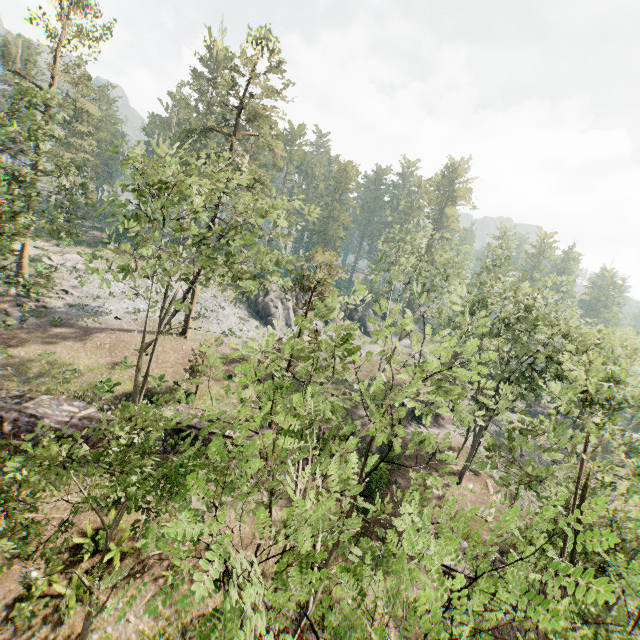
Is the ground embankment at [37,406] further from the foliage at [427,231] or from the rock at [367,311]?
the rock at [367,311]

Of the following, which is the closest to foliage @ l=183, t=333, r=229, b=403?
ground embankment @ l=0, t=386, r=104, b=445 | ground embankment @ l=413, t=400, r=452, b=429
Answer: ground embankment @ l=413, t=400, r=452, b=429

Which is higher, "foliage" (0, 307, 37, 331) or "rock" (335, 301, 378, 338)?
"rock" (335, 301, 378, 338)

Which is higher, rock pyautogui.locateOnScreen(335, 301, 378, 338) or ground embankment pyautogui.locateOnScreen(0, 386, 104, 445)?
rock pyautogui.locateOnScreen(335, 301, 378, 338)

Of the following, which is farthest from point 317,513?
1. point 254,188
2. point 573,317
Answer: point 573,317

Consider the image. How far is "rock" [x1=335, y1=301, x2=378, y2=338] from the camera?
56.34m

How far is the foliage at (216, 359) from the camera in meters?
8.1
